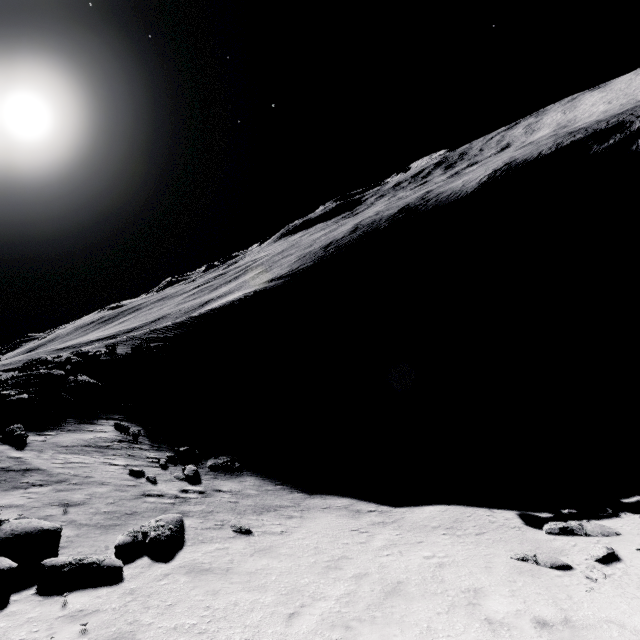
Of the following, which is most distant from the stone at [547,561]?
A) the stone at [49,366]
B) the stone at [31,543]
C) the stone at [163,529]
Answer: the stone at [49,366]

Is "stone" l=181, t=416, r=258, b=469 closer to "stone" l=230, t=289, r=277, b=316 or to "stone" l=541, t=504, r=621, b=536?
"stone" l=541, t=504, r=621, b=536

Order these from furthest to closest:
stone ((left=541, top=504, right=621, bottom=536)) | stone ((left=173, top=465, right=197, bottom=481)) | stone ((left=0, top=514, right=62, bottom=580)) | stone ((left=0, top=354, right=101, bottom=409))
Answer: stone ((left=0, top=354, right=101, bottom=409)) → stone ((left=173, top=465, right=197, bottom=481)) → stone ((left=541, top=504, right=621, bottom=536)) → stone ((left=0, top=514, right=62, bottom=580))

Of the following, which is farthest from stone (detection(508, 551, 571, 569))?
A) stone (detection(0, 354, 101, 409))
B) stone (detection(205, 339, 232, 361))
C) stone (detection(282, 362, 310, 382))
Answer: stone (detection(205, 339, 232, 361))

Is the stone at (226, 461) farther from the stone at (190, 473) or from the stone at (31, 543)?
the stone at (31, 543)

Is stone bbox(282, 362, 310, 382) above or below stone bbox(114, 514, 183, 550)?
below

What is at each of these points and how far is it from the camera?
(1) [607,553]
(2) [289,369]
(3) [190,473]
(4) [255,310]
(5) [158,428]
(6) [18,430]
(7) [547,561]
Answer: (1) stone, 11.6m
(2) stone, 37.6m
(3) stone, 15.5m
(4) stone, 48.2m
(5) stone, 19.7m
(6) stone, 15.6m
(7) stone, 11.5m

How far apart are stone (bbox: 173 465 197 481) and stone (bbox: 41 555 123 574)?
5.8 meters
